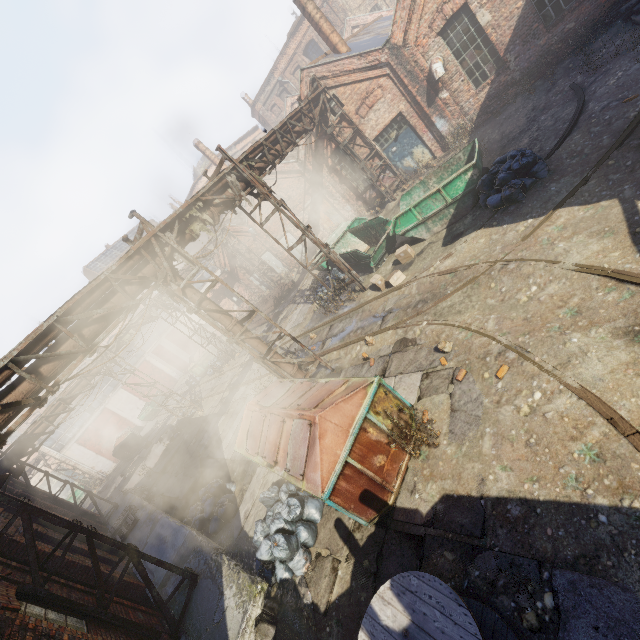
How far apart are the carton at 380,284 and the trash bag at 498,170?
3.00m

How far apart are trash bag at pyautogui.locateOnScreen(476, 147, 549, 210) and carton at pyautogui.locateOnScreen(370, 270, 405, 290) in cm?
300

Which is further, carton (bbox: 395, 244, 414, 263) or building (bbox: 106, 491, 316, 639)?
carton (bbox: 395, 244, 414, 263)

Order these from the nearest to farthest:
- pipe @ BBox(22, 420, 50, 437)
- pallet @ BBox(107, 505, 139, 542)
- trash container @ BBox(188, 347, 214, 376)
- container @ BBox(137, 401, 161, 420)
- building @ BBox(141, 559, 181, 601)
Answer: building @ BBox(141, 559, 181, 601) < pallet @ BBox(107, 505, 139, 542) < pipe @ BBox(22, 420, 50, 437) < trash container @ BBox(188, 347, 214, 376) < container @ BBox(137, 401, 161, 420)

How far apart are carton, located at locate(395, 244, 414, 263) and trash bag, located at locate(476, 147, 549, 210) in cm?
251

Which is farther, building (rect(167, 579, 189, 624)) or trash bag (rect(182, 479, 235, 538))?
trash bag (rect(182, 479, 235, 538))

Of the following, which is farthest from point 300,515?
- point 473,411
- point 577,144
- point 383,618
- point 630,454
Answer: point 577,144

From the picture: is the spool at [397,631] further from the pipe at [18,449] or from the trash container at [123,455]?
the trash container at [123,455]
